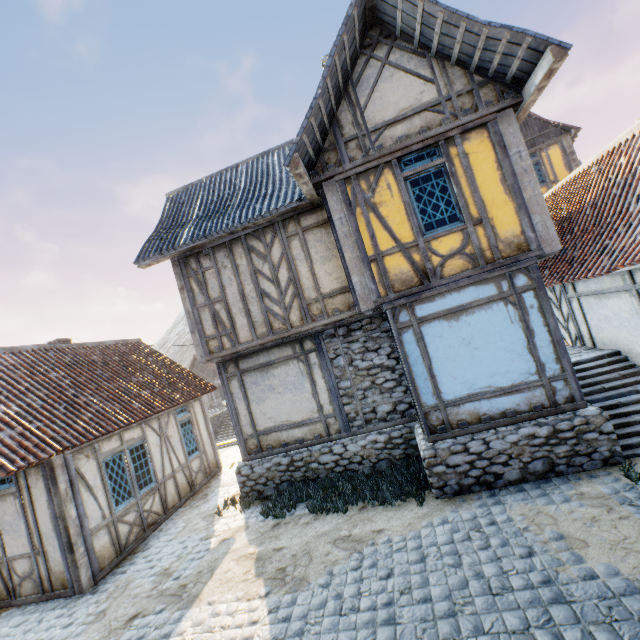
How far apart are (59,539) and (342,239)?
8.8 meters

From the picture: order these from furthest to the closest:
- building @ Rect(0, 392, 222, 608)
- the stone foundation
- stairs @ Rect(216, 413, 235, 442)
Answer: stairs @ Rect(216, 413, 235, 442), building @ Rect(0, 392, 222, 608), the stone foundation

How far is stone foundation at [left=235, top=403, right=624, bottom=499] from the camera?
5.8 meters

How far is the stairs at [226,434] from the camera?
27.5m

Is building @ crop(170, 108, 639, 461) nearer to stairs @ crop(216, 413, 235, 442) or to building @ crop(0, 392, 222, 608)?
building @ crop(0, 392, 222, 608)

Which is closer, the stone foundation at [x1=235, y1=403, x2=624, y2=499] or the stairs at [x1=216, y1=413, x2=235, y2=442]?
the stone foundation at [x1=235, y1=403, x2=624, y2=499]

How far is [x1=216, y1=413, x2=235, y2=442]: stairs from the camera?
27.5m

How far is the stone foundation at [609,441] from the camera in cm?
581
